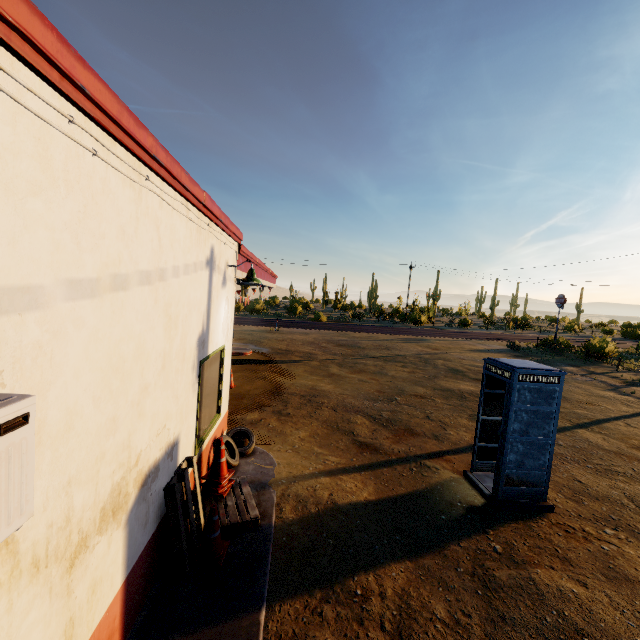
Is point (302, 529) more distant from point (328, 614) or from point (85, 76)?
point (85, 76)

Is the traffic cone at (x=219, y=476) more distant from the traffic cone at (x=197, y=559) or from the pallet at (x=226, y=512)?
the traffic cone at (x=197, y=559)

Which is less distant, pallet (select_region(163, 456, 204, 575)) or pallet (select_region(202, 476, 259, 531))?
pallet (select_region(163, 456, 204, 575))

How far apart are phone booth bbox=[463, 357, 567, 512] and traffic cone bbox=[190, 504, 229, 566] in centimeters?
480cm

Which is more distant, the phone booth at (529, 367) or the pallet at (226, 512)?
the phone booth at (529, 367)

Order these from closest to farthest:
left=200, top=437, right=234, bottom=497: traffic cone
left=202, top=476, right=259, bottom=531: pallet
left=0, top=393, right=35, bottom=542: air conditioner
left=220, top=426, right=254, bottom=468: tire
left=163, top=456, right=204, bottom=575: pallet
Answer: left=0, top=393, right=35, bottom=542: air conditioner < left=163, top=456, right=204, bottom=575: pallet < left=202, top=476, right=259, bottom=531: pallet < left=200, top=437, right=234, bottom=497: traffic cone < left=220, top=426, right=254, bottom=468: tire

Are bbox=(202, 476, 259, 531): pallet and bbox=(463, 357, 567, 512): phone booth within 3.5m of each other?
no

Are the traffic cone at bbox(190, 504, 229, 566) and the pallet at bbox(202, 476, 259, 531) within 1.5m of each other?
yes
